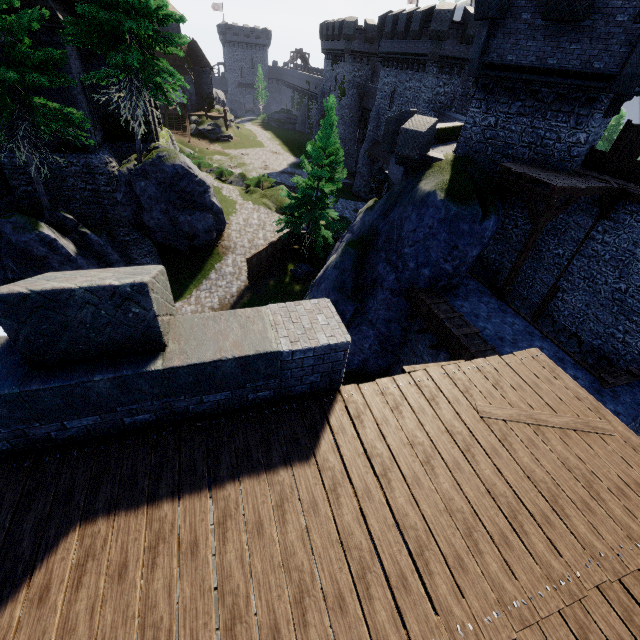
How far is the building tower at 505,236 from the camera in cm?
1499

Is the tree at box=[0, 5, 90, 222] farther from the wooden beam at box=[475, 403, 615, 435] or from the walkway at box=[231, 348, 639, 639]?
the wooden beam at box=[475, 403, 615, 435]

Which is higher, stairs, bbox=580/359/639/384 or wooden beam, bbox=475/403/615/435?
wooden beam, bbox=475/403/615/435

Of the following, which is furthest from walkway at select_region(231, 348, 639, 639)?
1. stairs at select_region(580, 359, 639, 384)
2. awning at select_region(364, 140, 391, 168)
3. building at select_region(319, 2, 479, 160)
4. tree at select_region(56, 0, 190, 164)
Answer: awning at select_region(364, 140, 391, 168)

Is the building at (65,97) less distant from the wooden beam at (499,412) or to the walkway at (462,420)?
the walkway at (462,420)

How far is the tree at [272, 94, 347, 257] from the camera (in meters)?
20.45

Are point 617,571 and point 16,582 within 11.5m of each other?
yes

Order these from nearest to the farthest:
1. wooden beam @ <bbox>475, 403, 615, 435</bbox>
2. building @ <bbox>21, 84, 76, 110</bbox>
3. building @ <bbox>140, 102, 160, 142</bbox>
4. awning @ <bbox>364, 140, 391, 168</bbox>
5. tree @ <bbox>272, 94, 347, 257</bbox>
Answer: wooden beam @ <bbox>475, 403, 615, 435</bbox>
building @ <bbox>21, 84, 76, 110</bbox>
tree @ <bbox>272, 94, 347, 257</bbox>
building @ <bbox>140, 102, 160, 142</bbox>
awning @ <bbox>364, 140, 391, 168</bbox>
